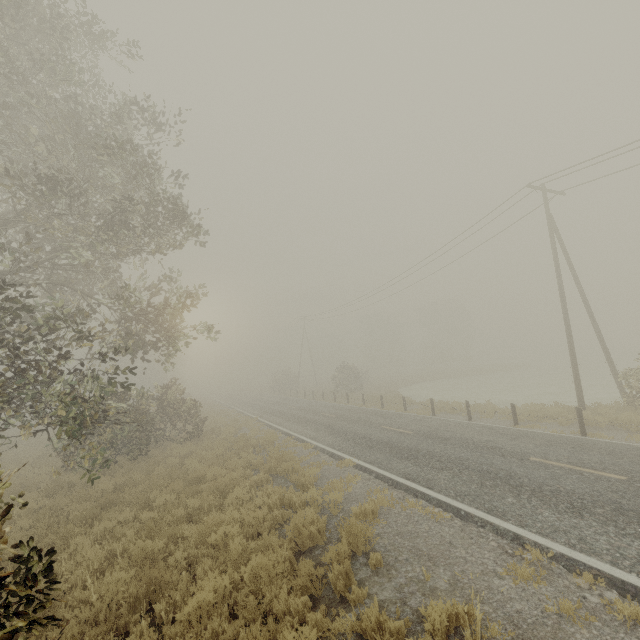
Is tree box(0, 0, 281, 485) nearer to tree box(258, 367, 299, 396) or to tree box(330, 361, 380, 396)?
tree box(330, 361, 380, 396)

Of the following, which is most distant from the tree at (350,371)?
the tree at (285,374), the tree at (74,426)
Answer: the tree at (74,426)

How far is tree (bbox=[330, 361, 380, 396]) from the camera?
35.7m

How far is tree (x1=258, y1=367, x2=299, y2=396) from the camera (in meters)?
48.84

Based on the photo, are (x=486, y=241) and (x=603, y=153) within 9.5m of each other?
yes

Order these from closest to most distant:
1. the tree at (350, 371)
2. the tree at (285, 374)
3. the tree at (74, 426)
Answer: the tree at (74, 426), the tree at (350, 371), the tree at (285, 374)

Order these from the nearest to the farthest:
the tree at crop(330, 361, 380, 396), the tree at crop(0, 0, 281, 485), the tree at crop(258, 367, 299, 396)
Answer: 1. the tree at crop(0, 0, 281, 485)
2. the tree at crop(330, 361, 380, 396)
3. the tree at crop(258, 367, 299, 396)
